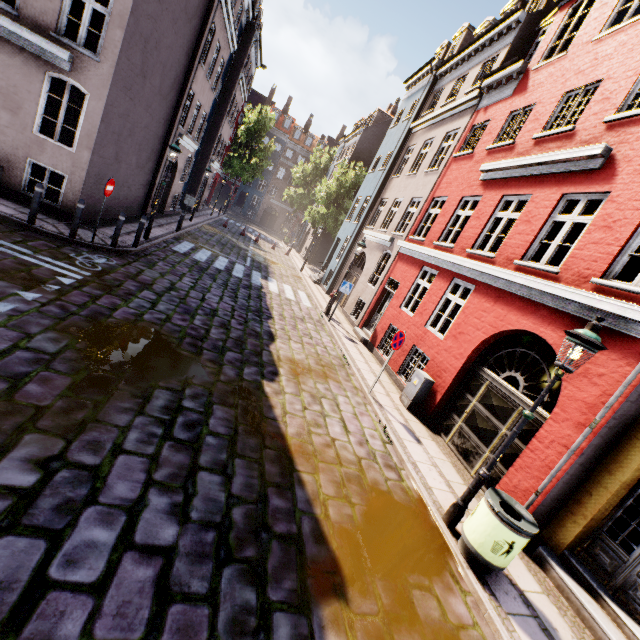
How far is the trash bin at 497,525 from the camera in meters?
4.3

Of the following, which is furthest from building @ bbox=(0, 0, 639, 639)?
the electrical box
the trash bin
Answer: the trash bin

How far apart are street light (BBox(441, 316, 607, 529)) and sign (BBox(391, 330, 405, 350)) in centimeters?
352cm

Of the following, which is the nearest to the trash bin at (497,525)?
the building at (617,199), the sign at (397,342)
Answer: the building at (617,199)

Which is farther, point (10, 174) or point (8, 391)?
point (10, 174)

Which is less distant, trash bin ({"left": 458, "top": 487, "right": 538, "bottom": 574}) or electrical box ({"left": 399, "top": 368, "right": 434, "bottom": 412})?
trash bin ({"left": 458, "top": 487, "right": 538, "bottom": 574})

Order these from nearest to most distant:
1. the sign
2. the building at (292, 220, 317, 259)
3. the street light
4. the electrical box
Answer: the street light < the sign < the electrical box < the building at (292, 220, 317, 259)

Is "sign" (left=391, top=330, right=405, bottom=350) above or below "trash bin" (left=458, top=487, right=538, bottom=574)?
above
